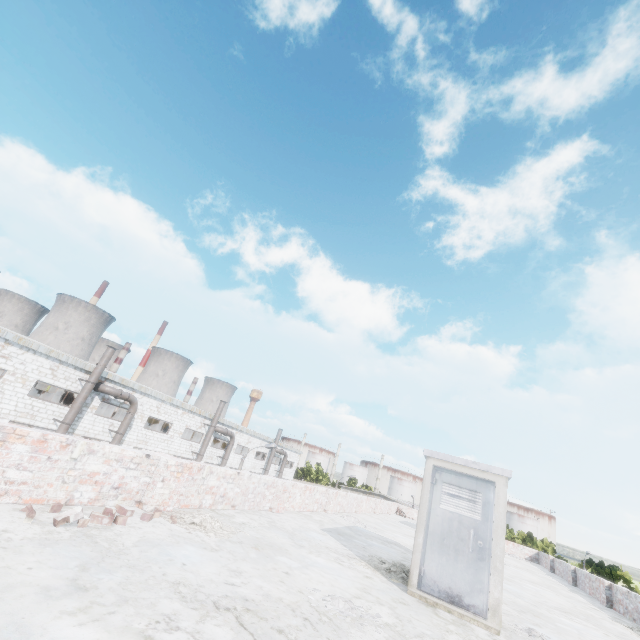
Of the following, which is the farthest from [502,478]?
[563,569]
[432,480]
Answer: [563,569]

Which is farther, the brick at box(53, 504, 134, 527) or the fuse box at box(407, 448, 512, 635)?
the fuse box at box(407, 448, 512, 635)

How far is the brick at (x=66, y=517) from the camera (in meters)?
3.62

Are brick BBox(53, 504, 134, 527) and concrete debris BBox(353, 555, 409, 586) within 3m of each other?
no

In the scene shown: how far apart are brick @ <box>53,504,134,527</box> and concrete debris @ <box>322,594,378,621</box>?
2.6 meters

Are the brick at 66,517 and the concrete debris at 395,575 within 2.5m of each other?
no

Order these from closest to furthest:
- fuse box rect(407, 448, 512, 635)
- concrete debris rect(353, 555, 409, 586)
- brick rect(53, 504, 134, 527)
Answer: brick rect(53, 504, 134, 527), fuse box rect(407, 448, 512, 635), concrete debris rect(353, 555, 409, 586)

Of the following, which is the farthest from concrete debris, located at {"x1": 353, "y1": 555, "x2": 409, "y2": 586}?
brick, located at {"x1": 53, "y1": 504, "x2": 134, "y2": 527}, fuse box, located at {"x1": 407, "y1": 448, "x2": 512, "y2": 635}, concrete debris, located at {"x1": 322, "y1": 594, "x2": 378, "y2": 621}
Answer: brick, located at {"x1": 53, "y1": 504, "x2": 134, "y2": 527}
